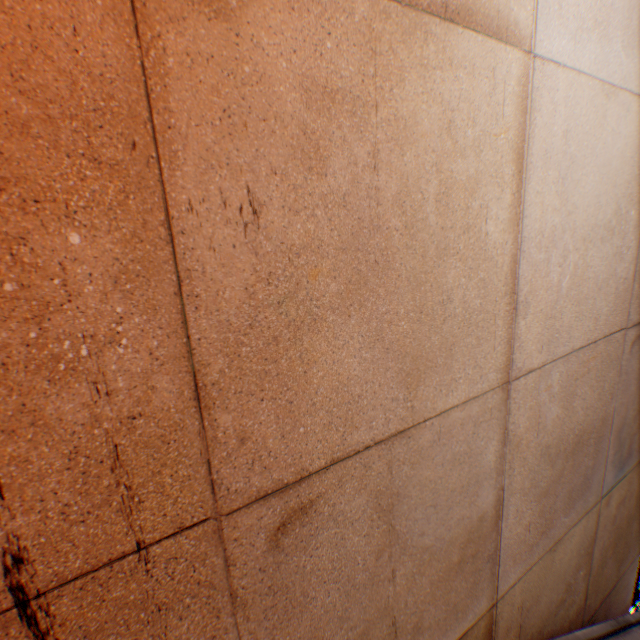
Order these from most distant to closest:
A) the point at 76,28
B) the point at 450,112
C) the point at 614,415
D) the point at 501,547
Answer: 1. the point at 614,415
2. the point at 501,547
3. the point at 450,112
4. the point at 76,28
